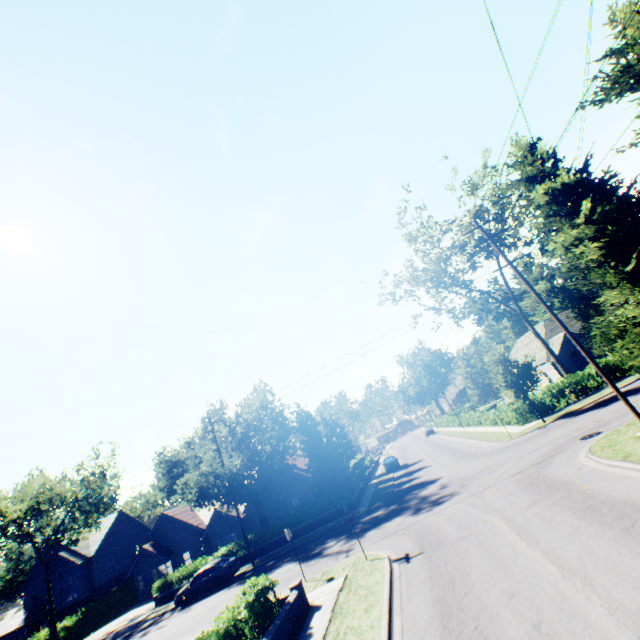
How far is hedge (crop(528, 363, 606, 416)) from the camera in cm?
2561

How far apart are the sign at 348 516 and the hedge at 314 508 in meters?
14.9 m

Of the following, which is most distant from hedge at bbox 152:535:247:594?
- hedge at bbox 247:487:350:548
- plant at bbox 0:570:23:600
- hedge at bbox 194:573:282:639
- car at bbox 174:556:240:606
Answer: hedge at bbox 194:573:282:639

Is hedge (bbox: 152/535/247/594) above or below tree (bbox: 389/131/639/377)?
below

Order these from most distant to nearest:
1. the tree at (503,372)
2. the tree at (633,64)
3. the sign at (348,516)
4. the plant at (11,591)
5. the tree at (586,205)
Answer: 1. the plant at (11,591)
2. the tree at (503,372)
3. the sign at (348,516)
4. the tree at (586,205)
5. the tree at (633,64)

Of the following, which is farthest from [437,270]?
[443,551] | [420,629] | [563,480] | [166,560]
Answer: [166,560]

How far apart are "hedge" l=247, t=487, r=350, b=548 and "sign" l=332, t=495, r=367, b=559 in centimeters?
1486cm
